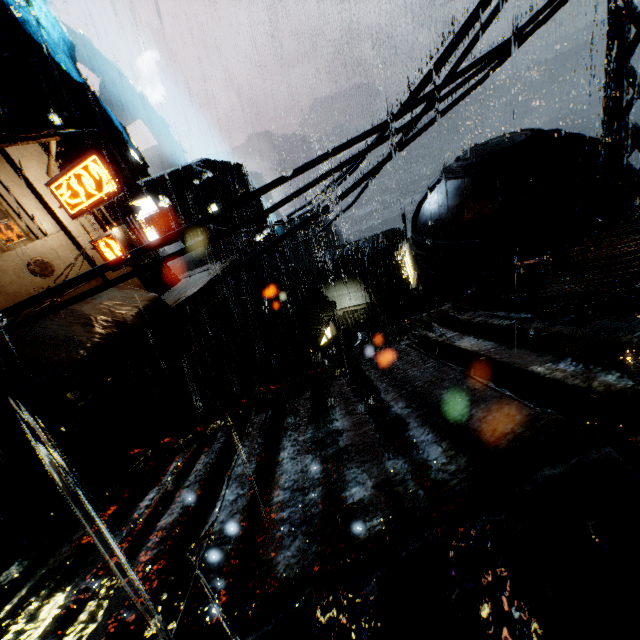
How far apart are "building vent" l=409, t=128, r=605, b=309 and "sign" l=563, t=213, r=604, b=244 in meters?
0.0 m

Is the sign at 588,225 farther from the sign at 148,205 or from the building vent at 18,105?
the building vent at 18,105

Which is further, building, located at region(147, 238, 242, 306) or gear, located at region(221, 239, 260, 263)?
gear, located at region(221, 239, 260, 263)

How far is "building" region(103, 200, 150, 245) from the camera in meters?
21.6 m

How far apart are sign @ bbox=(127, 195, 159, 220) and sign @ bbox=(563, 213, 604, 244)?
26.4 meters

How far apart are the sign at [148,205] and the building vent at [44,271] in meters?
11.3

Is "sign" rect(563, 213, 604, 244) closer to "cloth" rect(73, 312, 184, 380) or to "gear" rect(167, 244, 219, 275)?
"cloth" rect(73, 312, 184, 380)

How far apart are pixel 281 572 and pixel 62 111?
51.23m
